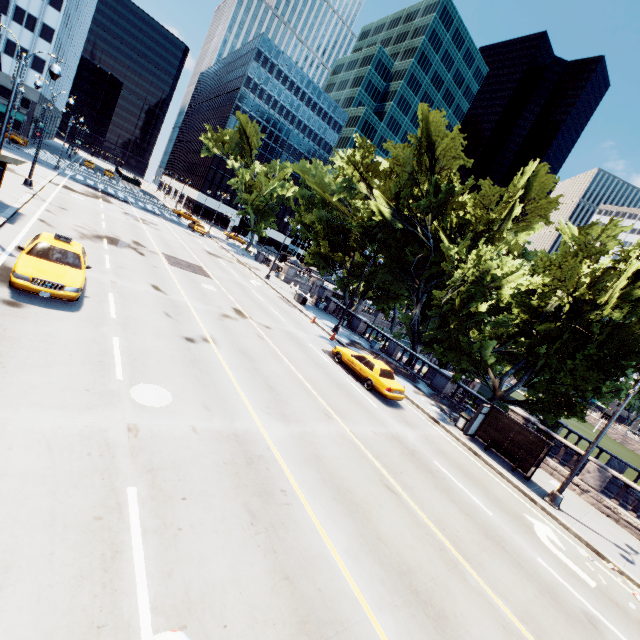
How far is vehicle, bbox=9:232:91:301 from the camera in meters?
10.1 m

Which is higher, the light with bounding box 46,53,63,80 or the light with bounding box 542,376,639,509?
the light with bounding box 46,53,63,80

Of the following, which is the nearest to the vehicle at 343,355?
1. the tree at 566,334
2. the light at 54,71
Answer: the tree at 566,334

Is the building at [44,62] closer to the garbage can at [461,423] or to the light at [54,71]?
the light at [54,71]

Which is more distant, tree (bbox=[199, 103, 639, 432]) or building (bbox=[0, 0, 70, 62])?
building (bbox=[0, 0, 70, 62])

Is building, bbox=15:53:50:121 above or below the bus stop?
above

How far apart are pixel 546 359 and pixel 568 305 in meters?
5.7 m

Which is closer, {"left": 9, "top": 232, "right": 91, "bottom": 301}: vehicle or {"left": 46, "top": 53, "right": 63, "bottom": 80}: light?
{"left": 9, "top": 232, "right": 91, "bottom": 301}: vehicle
